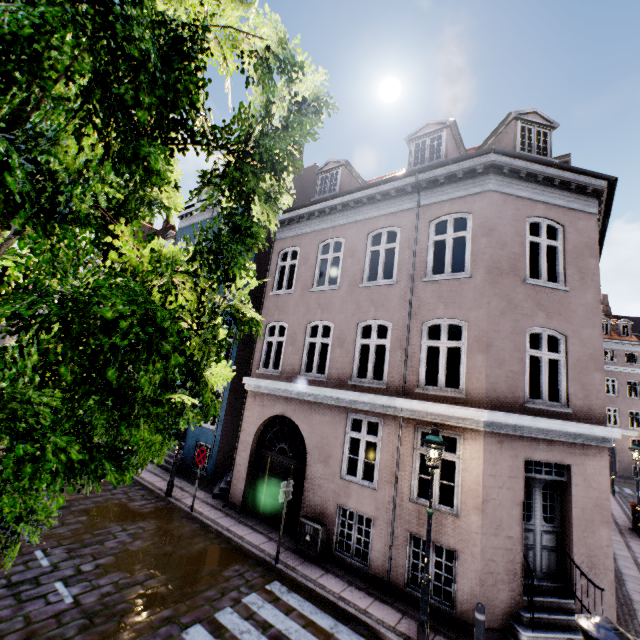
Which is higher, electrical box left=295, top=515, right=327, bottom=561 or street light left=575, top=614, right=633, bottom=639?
street light left=575, top=614, right=633, bottom=639

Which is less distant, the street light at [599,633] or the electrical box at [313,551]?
the street light at [599,633]

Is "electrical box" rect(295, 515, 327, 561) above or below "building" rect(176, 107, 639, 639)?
below

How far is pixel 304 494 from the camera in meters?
9.4 m

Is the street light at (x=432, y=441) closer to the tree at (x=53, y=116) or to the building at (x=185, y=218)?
the tree at (x=53, y=116)

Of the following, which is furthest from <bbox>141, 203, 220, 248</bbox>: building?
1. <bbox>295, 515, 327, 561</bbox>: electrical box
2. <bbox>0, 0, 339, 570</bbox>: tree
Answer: <bbox>0, 0, 339, 570</bbox>: tree

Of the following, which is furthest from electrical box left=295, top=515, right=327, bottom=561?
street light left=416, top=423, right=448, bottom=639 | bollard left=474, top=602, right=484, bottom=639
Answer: bollard left=474, top=602, right=484, bottom=639

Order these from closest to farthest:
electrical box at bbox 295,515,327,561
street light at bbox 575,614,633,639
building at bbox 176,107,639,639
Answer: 1. street light at bbox 575,614,633,639
2. building at bbox 176,107,639,639
3. electrical box at bbox 295,515,327,561
